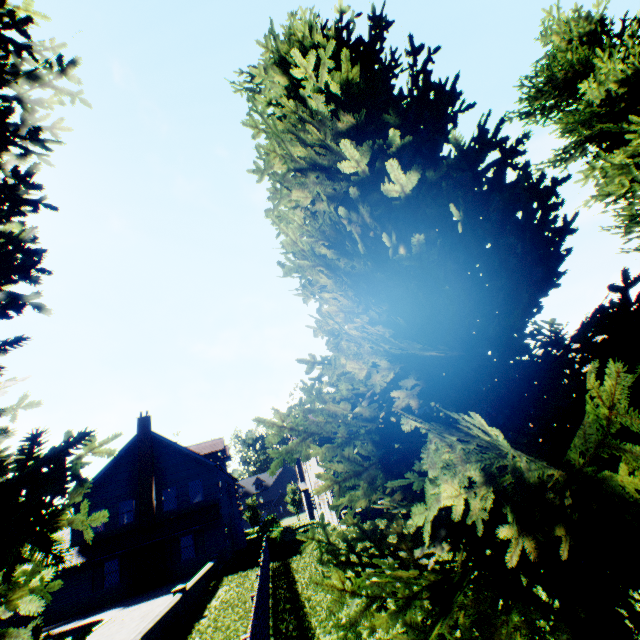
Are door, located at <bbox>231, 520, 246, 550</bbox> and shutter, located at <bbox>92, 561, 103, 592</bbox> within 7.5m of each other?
no

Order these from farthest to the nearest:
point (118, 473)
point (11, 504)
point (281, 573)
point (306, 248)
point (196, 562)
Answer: point (118, 473)
point (196, 562)
point (281, 573)
point (306, 248)
point (11, 504)

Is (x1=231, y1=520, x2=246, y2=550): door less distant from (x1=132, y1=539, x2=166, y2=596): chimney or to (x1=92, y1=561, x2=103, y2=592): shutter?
(x1=132, y1=539, x2=166, y2=596): chimney

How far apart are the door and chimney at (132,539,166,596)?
8.10m

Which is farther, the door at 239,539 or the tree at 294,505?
the tree at 294,505

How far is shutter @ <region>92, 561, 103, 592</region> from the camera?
22.0 meters

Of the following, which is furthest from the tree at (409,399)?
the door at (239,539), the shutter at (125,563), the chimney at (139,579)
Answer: the shutter at (125,563)

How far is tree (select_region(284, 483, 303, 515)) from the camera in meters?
54.8 m
